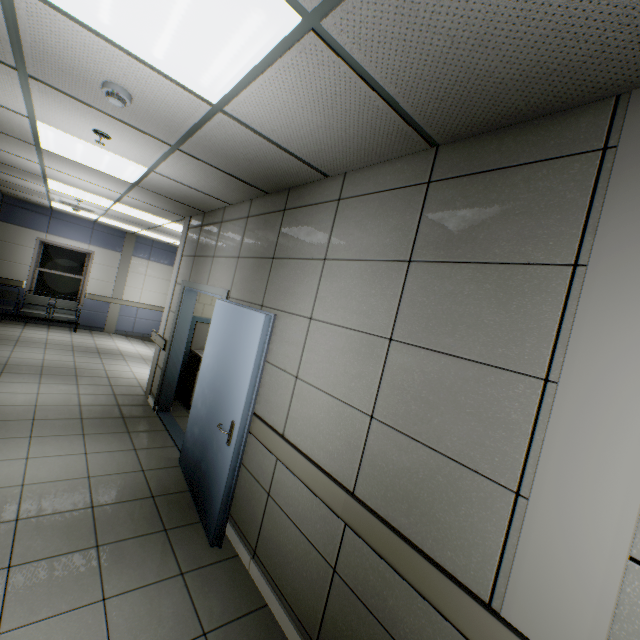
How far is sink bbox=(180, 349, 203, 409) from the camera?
5.6m

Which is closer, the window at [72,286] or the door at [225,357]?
the door at [225,357]

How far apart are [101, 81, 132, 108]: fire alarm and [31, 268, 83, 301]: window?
9.71m

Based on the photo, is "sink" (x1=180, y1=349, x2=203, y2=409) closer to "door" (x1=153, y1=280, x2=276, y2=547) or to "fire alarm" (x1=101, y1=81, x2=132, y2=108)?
"door" (x1=153, y1=280, x2=276, y2=547)

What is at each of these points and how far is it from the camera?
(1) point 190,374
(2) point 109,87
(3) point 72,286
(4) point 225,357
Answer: (1) sink, 5.7 meters
(2) fire alarm, 2.0 meters
(3) window, 9.8 meters
(4) door, 3.2 meters

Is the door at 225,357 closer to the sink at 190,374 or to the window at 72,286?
the sink at 190,374

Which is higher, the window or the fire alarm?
the fire alarm

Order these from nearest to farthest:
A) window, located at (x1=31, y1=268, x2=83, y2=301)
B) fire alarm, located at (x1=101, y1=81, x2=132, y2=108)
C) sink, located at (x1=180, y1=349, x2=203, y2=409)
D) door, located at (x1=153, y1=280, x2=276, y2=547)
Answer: fire alarm, located at (x1=101, y1=81, x2=132, y2=108), door, located at (x1=153, y1=280, x2=276, y2=547), sink, located at (x1=180, y1=349, x2=203, y2=409), window, located at (x1=31, y1=268, x2=83, y2=301)
